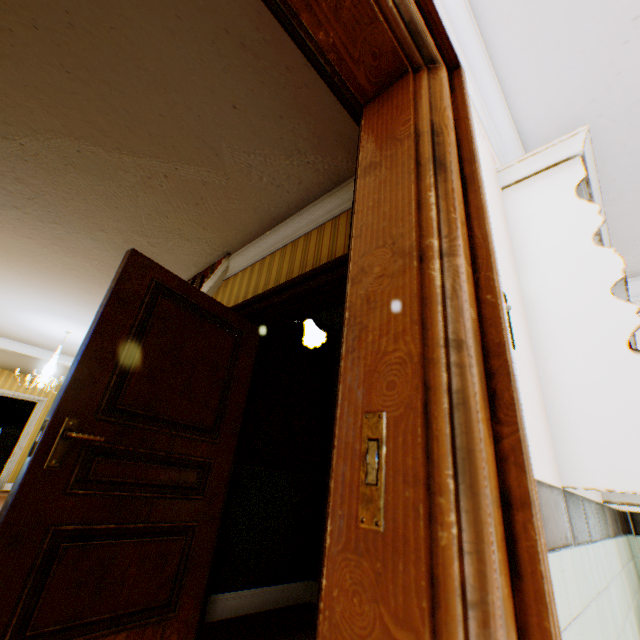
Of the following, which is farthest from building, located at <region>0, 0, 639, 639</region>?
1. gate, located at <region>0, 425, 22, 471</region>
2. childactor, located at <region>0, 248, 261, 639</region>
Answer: gate, located at <region>0, 425, 22, 471</region>

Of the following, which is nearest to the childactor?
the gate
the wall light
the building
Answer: the building

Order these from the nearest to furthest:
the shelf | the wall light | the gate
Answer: the shelf → the wall light → the gate

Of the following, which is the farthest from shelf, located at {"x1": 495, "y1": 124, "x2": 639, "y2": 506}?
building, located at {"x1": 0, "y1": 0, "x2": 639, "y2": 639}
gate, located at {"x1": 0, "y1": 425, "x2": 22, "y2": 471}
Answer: gate, located at {"x1": 0, "y1": 425, "x2": 22, "y2": 471}

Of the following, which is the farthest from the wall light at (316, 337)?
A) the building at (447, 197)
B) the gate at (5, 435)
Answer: the gate at (5, 435)

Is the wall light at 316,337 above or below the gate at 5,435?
above

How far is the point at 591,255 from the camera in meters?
1.4

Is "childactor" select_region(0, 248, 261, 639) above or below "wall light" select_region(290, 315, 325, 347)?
below
